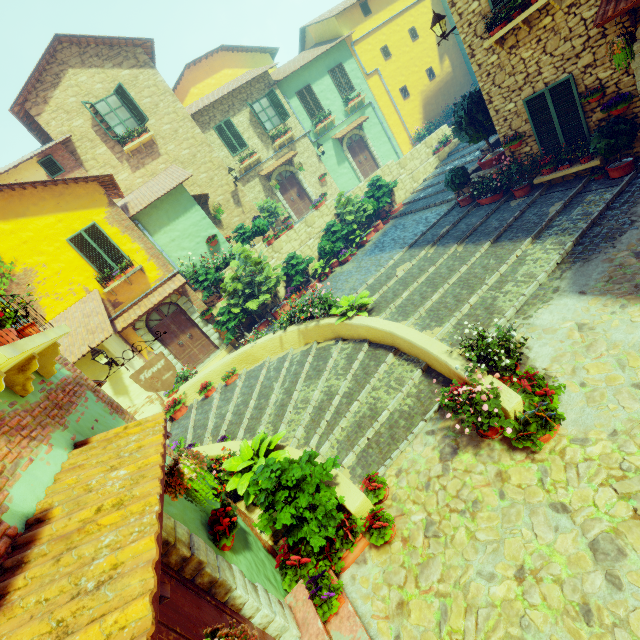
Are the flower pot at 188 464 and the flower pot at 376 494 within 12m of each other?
yes

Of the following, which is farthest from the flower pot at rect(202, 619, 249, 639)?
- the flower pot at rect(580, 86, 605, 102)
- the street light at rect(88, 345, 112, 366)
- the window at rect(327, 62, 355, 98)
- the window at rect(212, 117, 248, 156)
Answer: the window at rect(327, 62, 355, 98)

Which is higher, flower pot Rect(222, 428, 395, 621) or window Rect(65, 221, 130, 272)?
window Rect(65, 221, 130, 272)

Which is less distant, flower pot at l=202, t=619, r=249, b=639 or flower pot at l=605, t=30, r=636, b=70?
flower pot at l=202, t=619, r=249, b=639

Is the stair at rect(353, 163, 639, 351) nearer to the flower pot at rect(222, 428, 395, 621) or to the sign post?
the flower pot at rect(222, 428, 395, 621)

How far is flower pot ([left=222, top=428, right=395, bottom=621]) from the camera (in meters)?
4.20

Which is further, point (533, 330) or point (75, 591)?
point (533, 330)

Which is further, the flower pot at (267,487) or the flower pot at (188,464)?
the flower pot at (267,487)
